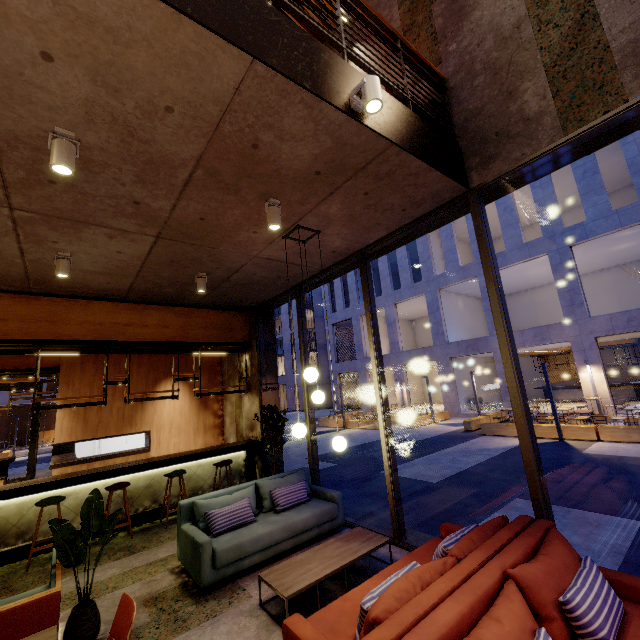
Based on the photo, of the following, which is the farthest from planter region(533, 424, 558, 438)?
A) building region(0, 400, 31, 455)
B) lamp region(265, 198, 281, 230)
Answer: building region(0, 400, 31, 455)

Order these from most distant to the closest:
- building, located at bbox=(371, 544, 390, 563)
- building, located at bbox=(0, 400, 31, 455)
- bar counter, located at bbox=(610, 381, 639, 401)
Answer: building, located at bbox=(0, 400, 31, 455)
bar counter, located at bbox=(610, 381, 639, 401)
building, located at bbox=(371, 544, 390, 563)

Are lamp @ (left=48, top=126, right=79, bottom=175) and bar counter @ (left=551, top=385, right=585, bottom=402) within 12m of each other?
no

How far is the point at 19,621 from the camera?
2.6m

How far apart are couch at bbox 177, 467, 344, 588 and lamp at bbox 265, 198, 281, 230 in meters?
4.0

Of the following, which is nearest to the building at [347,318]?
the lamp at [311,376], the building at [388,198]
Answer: the building at [388,198]

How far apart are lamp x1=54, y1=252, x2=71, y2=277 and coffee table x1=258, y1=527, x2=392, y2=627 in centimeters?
475cm

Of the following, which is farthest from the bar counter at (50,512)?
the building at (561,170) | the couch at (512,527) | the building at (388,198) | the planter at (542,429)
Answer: the building at (561,170)
